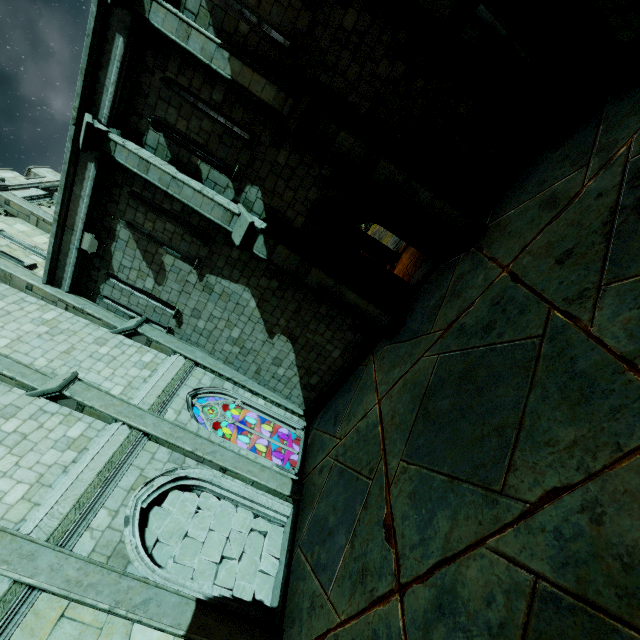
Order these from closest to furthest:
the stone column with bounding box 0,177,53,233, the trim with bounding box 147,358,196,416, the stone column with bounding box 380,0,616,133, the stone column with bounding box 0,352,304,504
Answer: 1. the stone column with bounding box 380,0,616,133
2. the stone column with bounding box 0,352,304,504
3. the trim with bounding box 147,358,196,416
4. the stone column with bounding box 0,177,53,233

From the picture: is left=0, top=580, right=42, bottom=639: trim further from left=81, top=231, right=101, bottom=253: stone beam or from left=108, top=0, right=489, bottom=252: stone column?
left=108, top=0, right=489, bottom=252: stone column

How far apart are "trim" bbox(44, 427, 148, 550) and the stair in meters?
4.5 m

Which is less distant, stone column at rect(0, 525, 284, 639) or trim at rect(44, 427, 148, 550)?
stone column at rect(0, 525, 284, 639)

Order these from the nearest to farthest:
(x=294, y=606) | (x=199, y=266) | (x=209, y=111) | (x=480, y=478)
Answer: (x=480, y=478) < (x=294, y=606) < (x=199, y=266) < (x=209, y=111)

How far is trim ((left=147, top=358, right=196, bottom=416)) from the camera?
9.3m

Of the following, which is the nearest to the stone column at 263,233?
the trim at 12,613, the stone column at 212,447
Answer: the stone column at 212,447

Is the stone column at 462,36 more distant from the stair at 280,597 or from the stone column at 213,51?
the stair at 280,597
